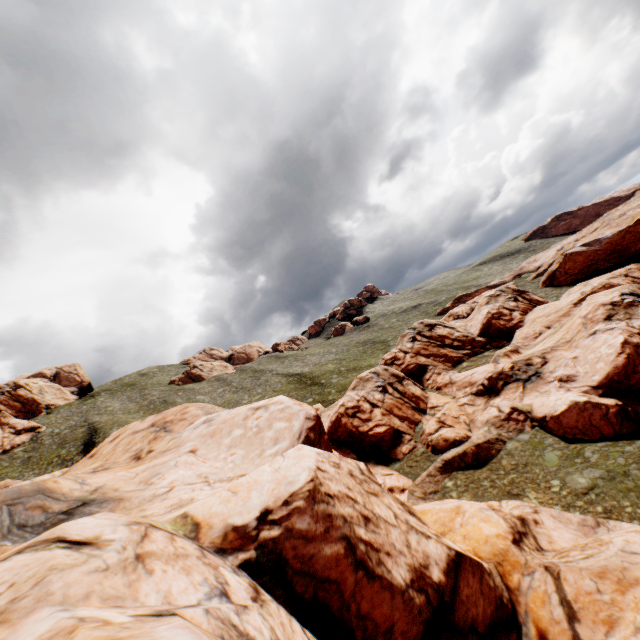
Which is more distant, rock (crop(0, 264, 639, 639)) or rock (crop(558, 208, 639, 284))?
rock (crop(558, 208, 639, 284))

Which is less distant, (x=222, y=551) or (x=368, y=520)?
(x=222, y=551)

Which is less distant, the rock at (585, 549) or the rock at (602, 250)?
the rock at (585, 549)
